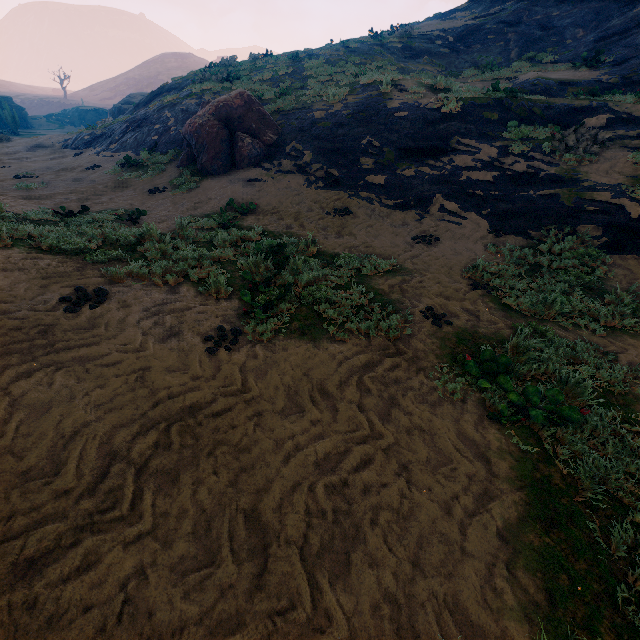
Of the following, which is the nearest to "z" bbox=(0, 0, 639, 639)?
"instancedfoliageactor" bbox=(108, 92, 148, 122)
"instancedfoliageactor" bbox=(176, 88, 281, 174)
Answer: "instancedfoliageactor" bbox=(176, 88, 281, 174)

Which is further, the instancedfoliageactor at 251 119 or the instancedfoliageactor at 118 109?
the instancedfoliageactor at 118 109

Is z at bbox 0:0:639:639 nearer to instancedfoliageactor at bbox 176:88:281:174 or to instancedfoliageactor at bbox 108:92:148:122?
instancedfoliageactor at bbox 176:88:281:174

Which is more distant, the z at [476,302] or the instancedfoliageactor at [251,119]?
the instancedfoliageactor at [251,119]

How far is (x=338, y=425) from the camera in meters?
3.0

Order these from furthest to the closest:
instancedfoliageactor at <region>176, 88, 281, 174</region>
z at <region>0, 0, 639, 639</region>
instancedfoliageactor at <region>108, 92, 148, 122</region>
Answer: instancedfoliageactor at <region>108, 92, 148, 122</region> → instancedfoliageactor at <region>176, 88, 281, 174</region> → z at <region>0, 0, 639, 639</region>

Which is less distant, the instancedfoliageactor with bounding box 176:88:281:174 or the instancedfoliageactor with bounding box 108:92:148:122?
the instancedfoliageactor with bounding box 176:88:281:174
